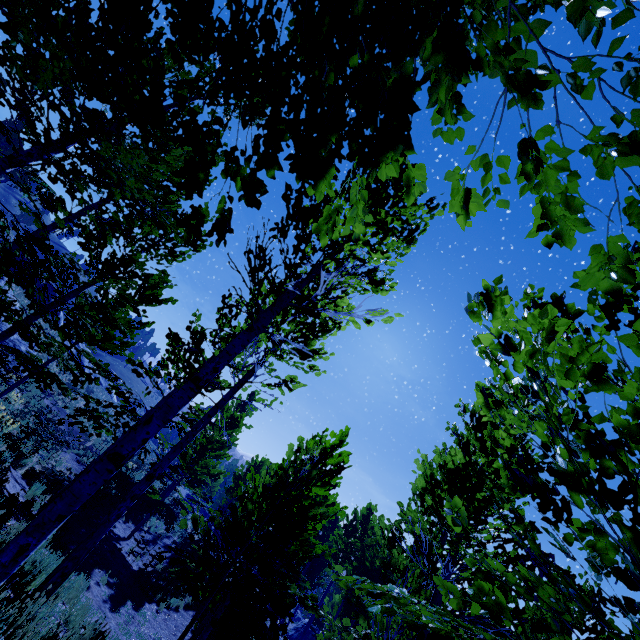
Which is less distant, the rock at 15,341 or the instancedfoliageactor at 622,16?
the instancedfoliageactor at 622,16

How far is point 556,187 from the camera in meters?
1.2

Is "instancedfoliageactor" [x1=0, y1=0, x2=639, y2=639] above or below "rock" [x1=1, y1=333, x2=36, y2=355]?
above

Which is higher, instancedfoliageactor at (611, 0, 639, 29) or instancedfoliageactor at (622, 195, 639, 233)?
instancedfoliageactor at (611, 0, 639, 29)

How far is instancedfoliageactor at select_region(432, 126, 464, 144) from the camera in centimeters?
135cm

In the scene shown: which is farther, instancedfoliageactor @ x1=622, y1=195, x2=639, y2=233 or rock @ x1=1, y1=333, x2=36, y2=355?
rock @ x1=1, y1=333, x2=36, y2=355
